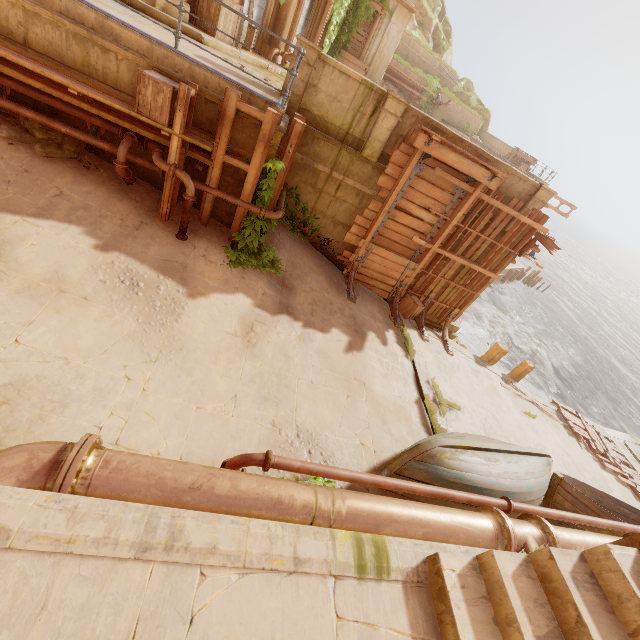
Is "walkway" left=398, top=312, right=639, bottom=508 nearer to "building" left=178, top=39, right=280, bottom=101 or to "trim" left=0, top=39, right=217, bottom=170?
"building" left=178, top=39, right=280, bottom=101

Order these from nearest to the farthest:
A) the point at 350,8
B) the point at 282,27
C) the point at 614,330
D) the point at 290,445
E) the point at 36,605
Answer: the point at 36,605, the point at 290,445, the point at 282,27, the point at 350,8, the point at 614,330

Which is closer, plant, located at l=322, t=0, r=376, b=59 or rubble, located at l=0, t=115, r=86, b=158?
rubble, located at l=0, t=115, r=86, b=158

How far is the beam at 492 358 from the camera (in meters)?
12.66

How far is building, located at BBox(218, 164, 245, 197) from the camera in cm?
692

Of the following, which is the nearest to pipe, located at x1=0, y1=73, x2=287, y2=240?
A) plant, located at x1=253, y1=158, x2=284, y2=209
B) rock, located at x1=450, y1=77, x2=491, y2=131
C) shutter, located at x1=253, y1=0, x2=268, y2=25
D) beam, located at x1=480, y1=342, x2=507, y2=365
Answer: plant, located at x1=253, y1=158, x2=284, y2=209

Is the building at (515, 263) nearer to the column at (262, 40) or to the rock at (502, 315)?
the rock at (502, 315)

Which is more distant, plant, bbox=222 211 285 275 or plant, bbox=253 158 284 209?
plant, bbox=222 211 285 275
